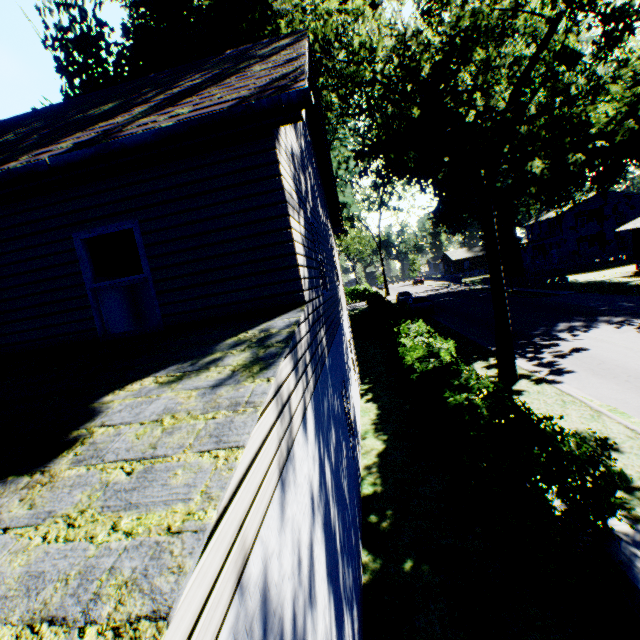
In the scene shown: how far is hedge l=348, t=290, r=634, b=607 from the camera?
4.0 meters

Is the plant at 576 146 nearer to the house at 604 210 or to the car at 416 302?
the house at 604 210

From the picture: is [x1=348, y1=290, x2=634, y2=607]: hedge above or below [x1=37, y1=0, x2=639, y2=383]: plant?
below

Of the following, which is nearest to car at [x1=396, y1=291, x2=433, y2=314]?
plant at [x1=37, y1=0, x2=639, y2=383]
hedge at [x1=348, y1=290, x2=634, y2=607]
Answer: hedge at [x1=348, y1=290, x2=634, y2=607]

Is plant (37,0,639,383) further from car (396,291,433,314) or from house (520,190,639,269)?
car (396,291,433,314)

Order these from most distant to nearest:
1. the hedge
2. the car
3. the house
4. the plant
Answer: the house, the car, the plant, the hedge

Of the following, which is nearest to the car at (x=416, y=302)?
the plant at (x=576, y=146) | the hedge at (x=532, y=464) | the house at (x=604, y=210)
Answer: the hedge at (x=532, y=464)

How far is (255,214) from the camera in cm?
420
